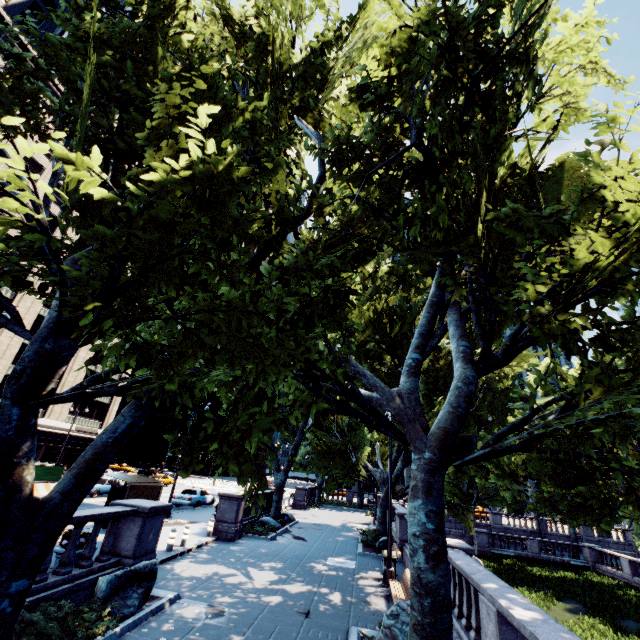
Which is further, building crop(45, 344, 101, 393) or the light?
building crop(45, 344, 101, 393)

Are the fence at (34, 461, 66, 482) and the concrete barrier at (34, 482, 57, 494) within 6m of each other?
yes

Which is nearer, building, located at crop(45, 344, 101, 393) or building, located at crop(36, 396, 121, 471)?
building, located at crop(36, 396, 121, 471)

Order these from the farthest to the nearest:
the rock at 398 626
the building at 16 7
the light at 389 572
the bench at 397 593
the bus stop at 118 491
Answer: the building at 16 7 → the bus stop at 118 491 → the light at 389 572 → the bench at 397 593 → the rock at 398 626

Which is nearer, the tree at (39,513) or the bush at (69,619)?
the tree at (39,513)

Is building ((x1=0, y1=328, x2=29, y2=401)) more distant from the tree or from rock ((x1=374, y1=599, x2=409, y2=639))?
rock ((x1=374, y1=599, x2=409, y2=639))

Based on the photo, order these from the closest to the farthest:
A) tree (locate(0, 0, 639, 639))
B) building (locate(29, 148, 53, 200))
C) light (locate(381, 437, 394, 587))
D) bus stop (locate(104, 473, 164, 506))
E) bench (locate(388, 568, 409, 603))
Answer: tree (locate(0, 0, 639, 639)) → bench (locate(388, 568, 409, 603)) → light (locate(381, 437, 394, 587)) → bus stop (locate(104, 473, 164, 506)) → building (locate(29, 148, 53, 200))

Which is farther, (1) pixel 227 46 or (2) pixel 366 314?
(2) pixel 366 314
